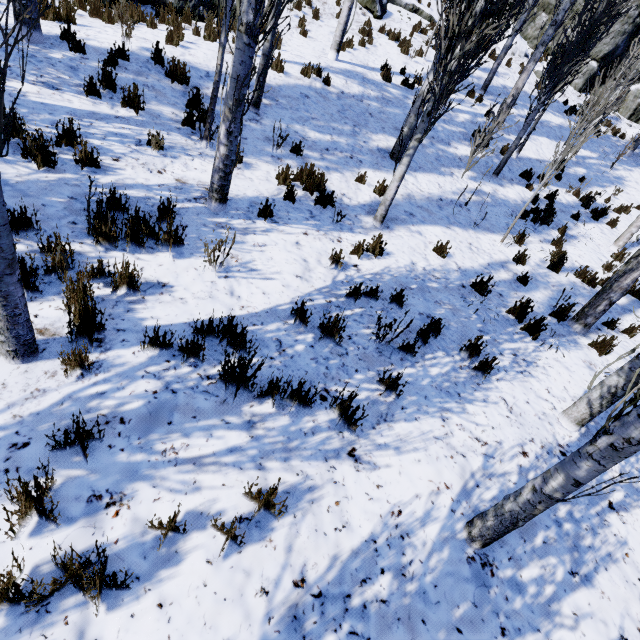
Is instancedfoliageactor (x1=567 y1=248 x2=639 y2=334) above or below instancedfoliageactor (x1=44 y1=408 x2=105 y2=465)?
above

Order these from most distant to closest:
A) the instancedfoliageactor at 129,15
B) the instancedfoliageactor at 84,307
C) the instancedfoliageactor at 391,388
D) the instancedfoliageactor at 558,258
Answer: the instancedfoliageactor at 558,258 < the instancedfoliageactor at 391,388 < the instancedfoliageactor at 84,307 < the instancedfoliageactor at 129,15

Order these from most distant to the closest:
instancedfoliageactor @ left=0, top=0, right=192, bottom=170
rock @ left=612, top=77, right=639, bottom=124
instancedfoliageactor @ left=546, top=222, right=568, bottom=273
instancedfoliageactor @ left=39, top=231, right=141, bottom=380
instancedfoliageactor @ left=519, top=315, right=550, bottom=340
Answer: rock @ left=612, top=77, right=639, bottom=124, instancedfoliageactor @ left=546, top=222, right=568, bottom=273, instancedfoliageactor @ left=519, top=315, right=550, bottom=340, instancedfoliageactor @ left=39, top=231, right=141, bottom=380, instancedfoliageactor @ left=0, top=0, right=192, bottom=170

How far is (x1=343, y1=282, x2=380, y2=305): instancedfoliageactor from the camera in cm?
447

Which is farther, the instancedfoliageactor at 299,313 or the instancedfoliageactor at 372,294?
the instancedfoliageactor at 372,294

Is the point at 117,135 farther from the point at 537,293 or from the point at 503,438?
the point at 537,293
